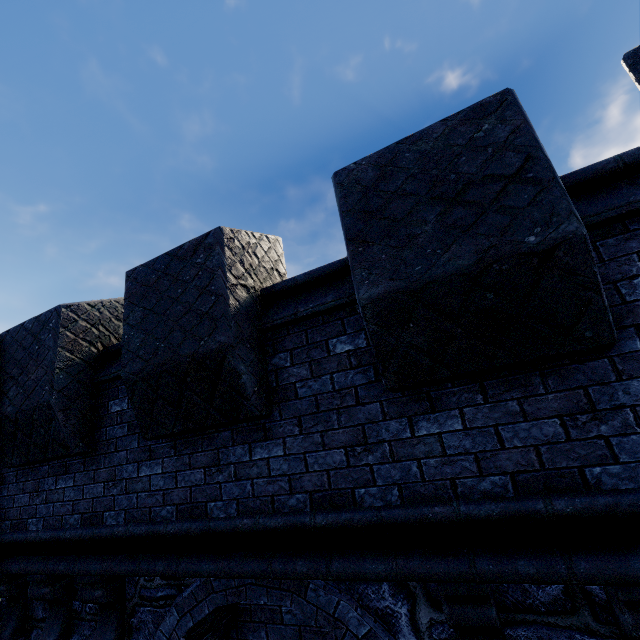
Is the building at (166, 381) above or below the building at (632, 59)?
below

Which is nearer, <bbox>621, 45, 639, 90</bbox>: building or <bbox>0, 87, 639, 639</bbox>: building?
<bbox>0, 87, 639, 639</bbox>: building

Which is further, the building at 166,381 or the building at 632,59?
the building at 632,59

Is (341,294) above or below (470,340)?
above

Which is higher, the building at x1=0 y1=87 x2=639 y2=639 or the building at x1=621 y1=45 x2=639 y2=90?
the building at x1=621 y1=45 x2=639 y2=90
